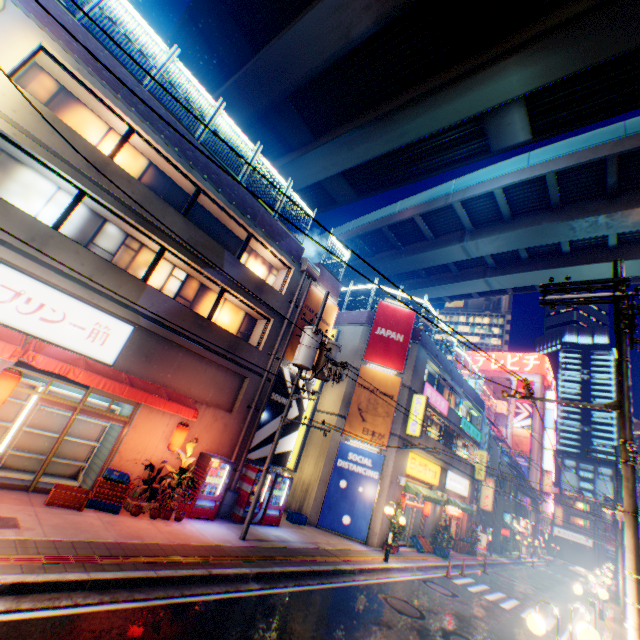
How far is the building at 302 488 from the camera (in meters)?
17.05

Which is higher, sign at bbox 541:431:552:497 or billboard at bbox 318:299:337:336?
sign at bbox 541:431:552:497

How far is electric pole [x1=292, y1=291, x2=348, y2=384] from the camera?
12.0 meters

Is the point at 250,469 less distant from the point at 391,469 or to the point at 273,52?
the point at 391,469

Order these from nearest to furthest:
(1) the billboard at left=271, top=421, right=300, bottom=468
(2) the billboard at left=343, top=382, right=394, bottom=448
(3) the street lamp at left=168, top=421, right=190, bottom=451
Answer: (3) the street lamp at left=168, top=421, right=190, bottom=451 < (1) the billboard at left=271, top=421, right=300, bottom=468 < (2) the billboard at left=343, top=382, right=394, bottom=448

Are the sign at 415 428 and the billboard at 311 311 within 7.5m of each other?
yes

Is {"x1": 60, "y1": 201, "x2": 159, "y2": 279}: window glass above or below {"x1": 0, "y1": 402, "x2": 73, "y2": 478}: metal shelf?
above

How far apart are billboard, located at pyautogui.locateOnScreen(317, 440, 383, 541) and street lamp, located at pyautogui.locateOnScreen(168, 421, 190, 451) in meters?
9.1
